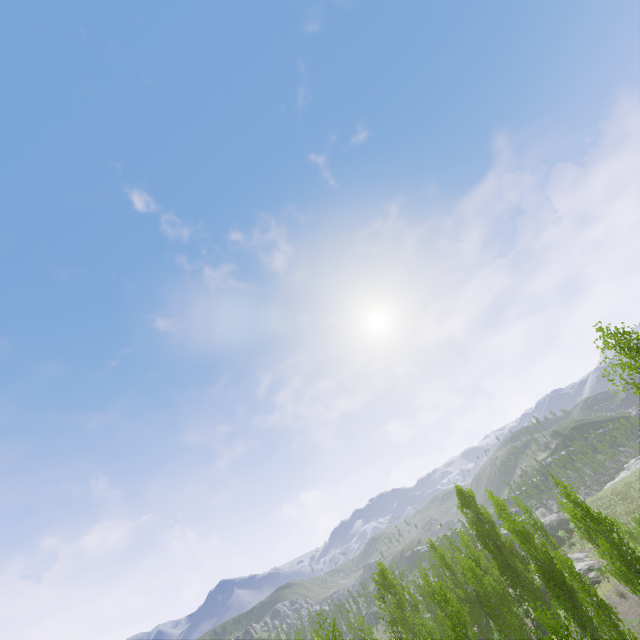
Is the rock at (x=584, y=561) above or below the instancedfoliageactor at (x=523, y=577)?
below

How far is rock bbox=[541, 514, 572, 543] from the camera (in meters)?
49.79

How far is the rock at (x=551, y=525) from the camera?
49.79m

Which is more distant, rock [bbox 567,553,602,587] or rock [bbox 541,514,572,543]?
rock [bbox 541,514,572,543]

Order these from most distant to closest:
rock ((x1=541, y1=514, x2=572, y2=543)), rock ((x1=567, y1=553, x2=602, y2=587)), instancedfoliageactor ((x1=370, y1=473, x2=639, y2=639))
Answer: rock ((x1=541, y1=514, x2=572, y2=543))
rock ((x1=567, y1=553, x2=602, y2=587))
instancedfoliageactor ((x1=370, y1=473, x2=639, y2=639))

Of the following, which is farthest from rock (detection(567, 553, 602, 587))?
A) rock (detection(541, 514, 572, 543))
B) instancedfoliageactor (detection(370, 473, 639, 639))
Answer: rock (detection(541, 514, 572, 543))

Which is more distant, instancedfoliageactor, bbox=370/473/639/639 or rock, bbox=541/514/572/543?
rock, bbox=541/514/572/543

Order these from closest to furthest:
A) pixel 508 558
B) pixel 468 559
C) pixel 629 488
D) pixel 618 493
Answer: pixel 508 558
pixel 468 559
pixel 629 488
pixel 618 493
